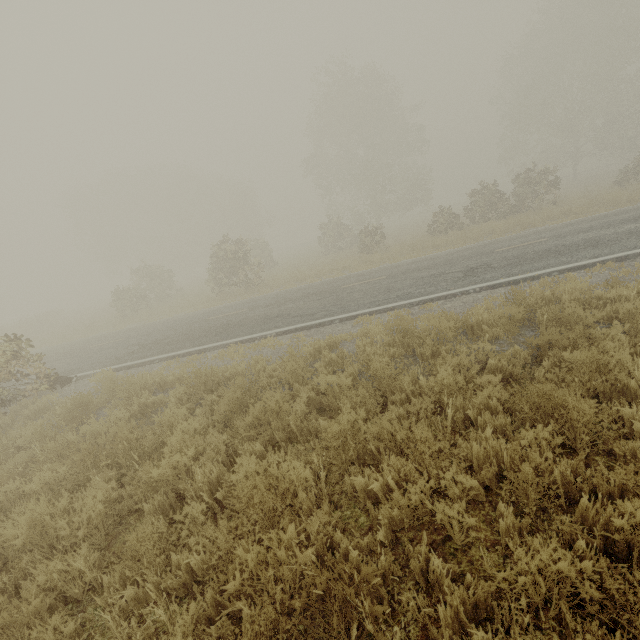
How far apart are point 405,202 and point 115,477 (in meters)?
37.18
